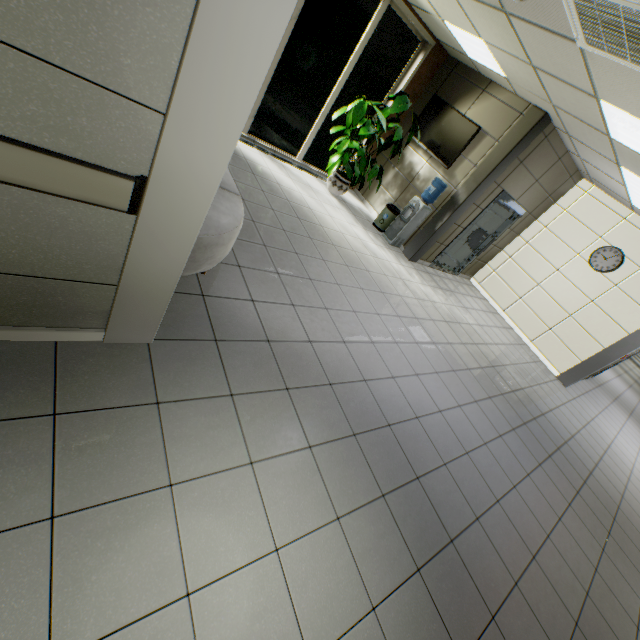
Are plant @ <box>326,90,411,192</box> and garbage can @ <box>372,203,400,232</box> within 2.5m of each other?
yes

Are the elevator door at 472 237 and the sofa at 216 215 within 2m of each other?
no

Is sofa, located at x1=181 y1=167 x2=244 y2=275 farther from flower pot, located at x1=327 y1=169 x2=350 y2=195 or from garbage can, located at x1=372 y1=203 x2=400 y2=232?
garbage can, located at x1=372 y1=203 x2=400 y2=232

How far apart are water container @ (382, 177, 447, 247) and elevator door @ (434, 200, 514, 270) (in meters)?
1.07

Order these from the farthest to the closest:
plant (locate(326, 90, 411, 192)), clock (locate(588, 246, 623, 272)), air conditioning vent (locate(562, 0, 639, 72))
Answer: clock (locate(588, 246, 623, 272))
plant (locate(326, 90, 411, 192))
air conditioning vent (locate(562, 0, 639, 72))

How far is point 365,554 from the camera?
2.1 meters

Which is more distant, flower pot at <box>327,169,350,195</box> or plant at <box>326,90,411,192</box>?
flower pot at <box>327,169,350,195</box>

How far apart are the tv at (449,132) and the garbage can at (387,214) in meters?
1.2 m
